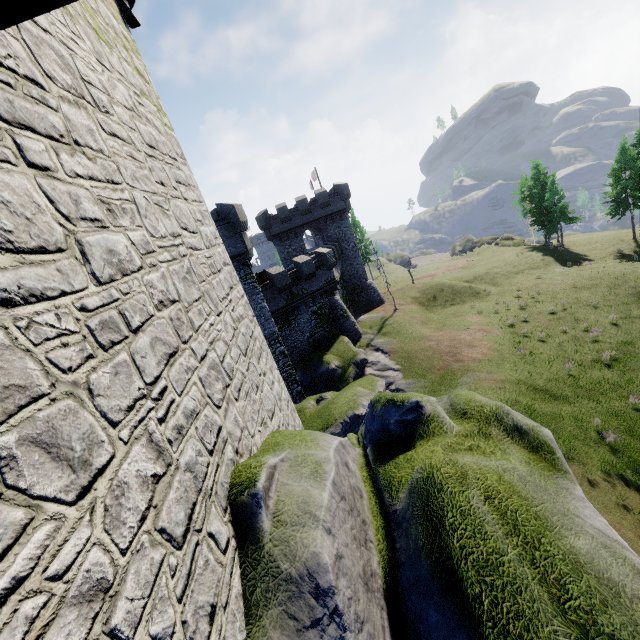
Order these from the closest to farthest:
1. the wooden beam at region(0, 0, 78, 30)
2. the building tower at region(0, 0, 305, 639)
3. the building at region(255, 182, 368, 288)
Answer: the wooden beam at region(0, 0, 78, 30), the building tower at region(0, 0, 305, 639), the building at region(255, 182, 368, 288)

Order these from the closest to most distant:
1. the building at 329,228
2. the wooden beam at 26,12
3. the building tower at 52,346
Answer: the wooden beam at 26,12
the building tower at 52,346
the building at 329,228

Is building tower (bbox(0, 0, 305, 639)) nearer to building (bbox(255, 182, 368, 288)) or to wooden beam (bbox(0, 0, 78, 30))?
wooden beam (bbox(0, 0, 78, 30))

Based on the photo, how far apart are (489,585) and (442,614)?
0.6m

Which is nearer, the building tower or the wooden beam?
the wooden beam

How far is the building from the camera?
38.38m

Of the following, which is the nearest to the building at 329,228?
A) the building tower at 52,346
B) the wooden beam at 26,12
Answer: the building tower at 52,346
